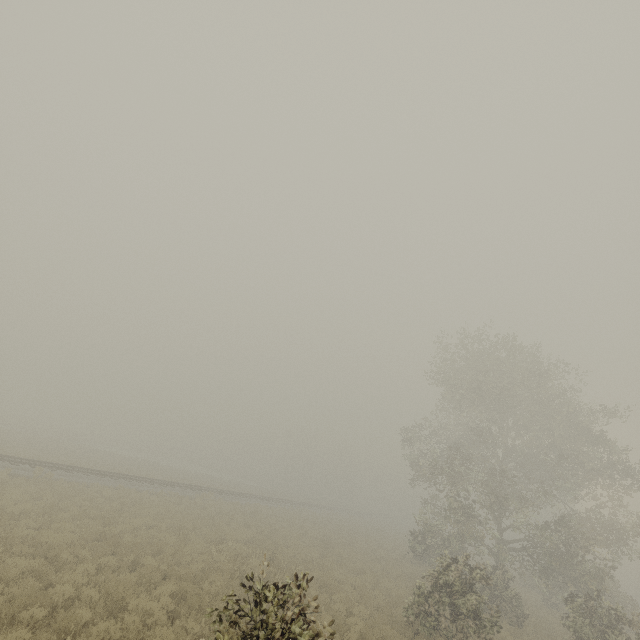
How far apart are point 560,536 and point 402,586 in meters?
9.8
